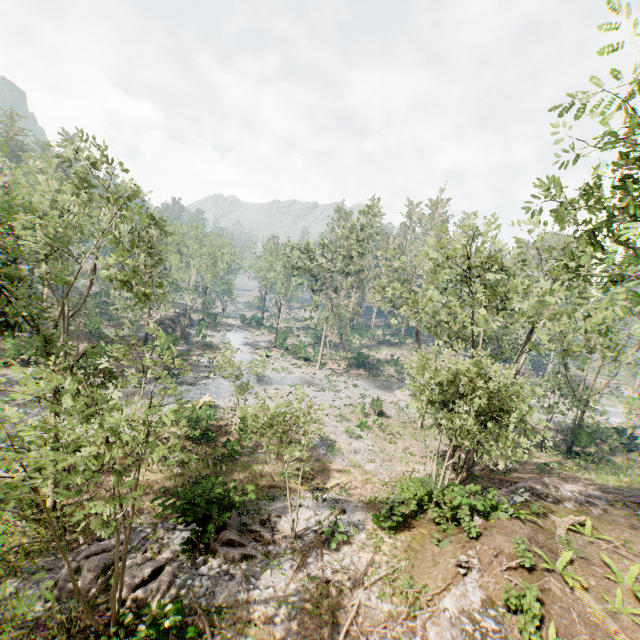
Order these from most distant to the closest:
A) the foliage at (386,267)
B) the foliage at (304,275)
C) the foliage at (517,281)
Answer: the foliage at (304,275), the foliage at (386,267), the foliage at (517,281)

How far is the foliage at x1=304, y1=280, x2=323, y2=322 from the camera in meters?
42.6 m

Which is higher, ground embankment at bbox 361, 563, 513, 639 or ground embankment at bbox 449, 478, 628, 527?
ground embankment at bbox 449, 478, 628, 527

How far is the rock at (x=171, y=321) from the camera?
49.91m

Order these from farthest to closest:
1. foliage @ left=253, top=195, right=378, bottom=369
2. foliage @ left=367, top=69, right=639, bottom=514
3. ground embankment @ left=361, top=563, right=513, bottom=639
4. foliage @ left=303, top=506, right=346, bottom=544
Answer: foliage @ left=253, top=195, right=378, bottom=369 → foliage @ left=303, top=506, right=346, bottom=544 → foliage @ left=367, top=69, right=639, bottom=514 → ground embankment @ left=361, top=563, right=513, bottom=639

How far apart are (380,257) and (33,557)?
31.86m

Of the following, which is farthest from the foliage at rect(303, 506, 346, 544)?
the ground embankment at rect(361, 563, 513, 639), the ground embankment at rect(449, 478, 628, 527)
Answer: the ground embankment at rect(361, 563, 513, 639)
